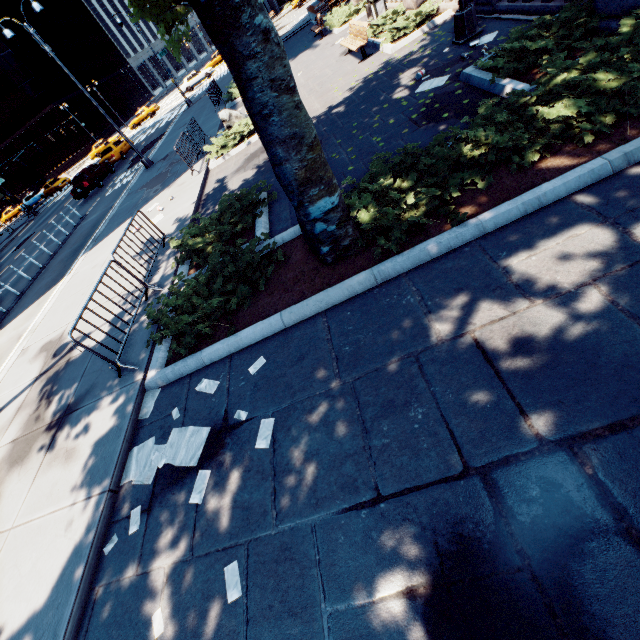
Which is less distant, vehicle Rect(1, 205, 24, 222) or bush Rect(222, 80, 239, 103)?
bush Rect(222, 80, 239, 103)

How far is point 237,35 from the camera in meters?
3.3

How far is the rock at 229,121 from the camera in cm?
1361

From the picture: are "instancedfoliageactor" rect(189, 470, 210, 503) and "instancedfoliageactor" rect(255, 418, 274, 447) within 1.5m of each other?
yes

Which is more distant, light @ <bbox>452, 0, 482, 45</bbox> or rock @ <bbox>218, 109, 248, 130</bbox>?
rock @ <bbox>218, 109, 248, 130</bbox>

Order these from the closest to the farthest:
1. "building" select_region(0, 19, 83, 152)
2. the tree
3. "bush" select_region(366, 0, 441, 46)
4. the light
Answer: the tree < the light < "bush" select_region(366, 0, 441, 46) < "building" select_region(0, 19, 83, 152)

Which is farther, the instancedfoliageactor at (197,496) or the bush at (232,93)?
the bush at (232,93)

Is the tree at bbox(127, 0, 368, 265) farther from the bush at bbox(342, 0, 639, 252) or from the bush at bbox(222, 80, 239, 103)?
the bush at bbox(222, 80, 239, 103)
